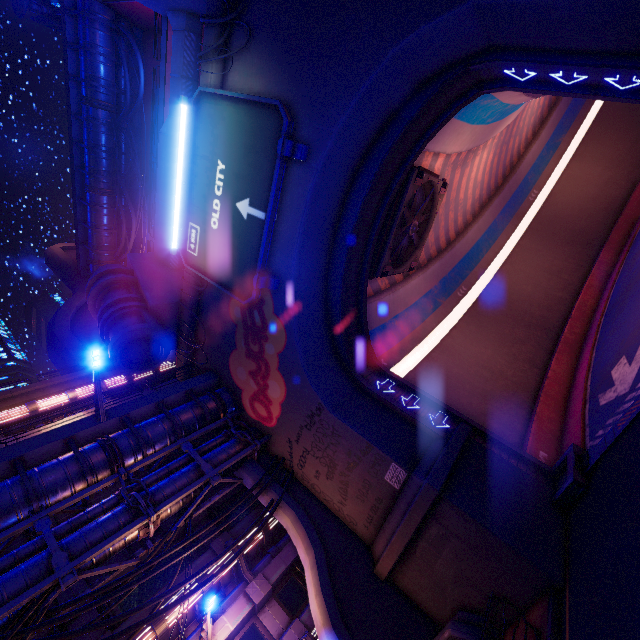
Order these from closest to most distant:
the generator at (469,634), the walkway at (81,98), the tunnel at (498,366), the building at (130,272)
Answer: the generator at (469,634) < the tunnel at (498,366) < the building at (130,272) < the walkway at (81,98)

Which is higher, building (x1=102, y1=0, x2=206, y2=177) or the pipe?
building (x1=102, y1=0, x2=206, y2=177)

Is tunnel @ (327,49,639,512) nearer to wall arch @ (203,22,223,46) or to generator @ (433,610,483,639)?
wall arch @ (203,22,223,46)

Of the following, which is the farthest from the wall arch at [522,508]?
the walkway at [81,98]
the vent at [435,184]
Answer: the walkway at [81,98]

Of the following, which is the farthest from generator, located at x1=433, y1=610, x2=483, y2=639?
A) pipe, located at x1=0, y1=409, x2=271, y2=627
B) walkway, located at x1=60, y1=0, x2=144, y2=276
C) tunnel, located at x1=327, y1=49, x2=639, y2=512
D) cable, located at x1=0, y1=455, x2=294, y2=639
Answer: walkway, located at x1=60, y1=0, x2=144, y2=276

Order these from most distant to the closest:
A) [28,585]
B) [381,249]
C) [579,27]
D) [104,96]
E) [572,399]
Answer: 1. [104,96]
2. [572,399]
3. [381,249]
4. [28,585]
5. [579,27]

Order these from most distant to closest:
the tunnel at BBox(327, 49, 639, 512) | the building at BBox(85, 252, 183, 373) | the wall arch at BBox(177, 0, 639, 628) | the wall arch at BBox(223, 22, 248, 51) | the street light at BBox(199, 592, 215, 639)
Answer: the building at BBox(85, 252, 183, 373), the wall arch at BBox(223, 22, 248, 51), the tunnel at BBox(327, 49, 639, 512), the street light at BBox(199, 592, 215, 639), the wall arch at BBox(177, 0, 639, 628)

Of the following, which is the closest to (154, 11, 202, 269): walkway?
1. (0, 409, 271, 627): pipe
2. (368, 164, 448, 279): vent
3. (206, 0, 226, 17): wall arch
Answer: (206, 0, 226, 17): wall arch
